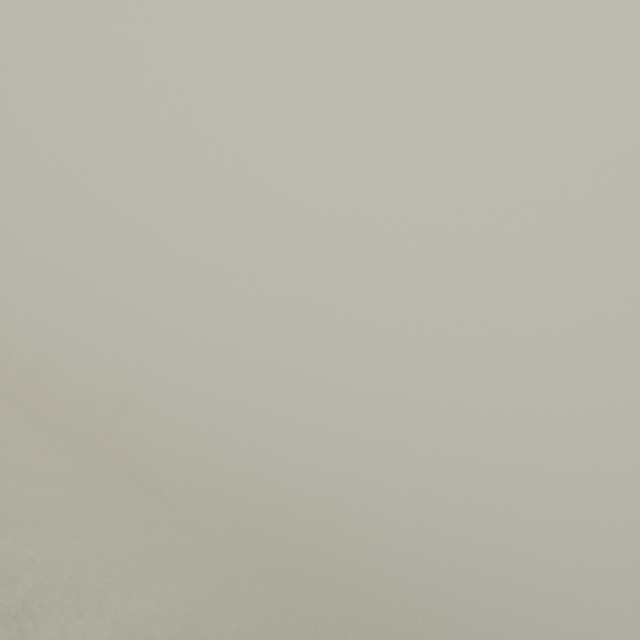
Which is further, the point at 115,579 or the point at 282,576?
the point at 282,576
